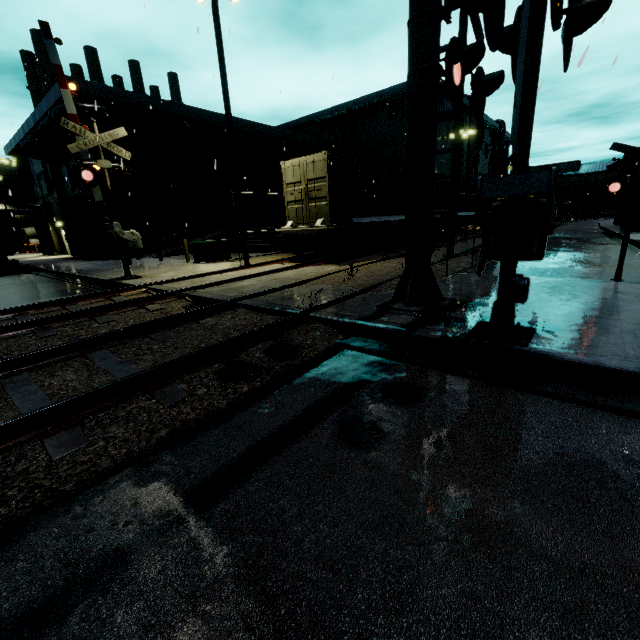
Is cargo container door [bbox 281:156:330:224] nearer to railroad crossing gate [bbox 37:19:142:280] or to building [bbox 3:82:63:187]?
building [bbox 3:82:63:187]

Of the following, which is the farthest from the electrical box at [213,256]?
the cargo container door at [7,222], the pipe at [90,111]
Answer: the cargo container door at [7,222]

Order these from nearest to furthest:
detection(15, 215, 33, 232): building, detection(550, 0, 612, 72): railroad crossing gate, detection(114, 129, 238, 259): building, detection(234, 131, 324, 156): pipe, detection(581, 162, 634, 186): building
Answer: detection(550, 0, 612, 72): railroad crossing gate < detection(114, 129, 238, 259): building < detection(234, 131, 324, 156): pipe < detection(581, 162, 634, 186): building < detection(15, 215, 33, 232): building

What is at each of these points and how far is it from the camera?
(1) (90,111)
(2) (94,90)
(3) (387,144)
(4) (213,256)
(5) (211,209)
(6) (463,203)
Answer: (1) pipe, 19.3 meters
(2) building, 19.7 meters
(3) building, 38.7 meters
(4) electrical box, 15.4 meters
(5) building, 27.9 meters
(6) cargo container, 24.4 meters

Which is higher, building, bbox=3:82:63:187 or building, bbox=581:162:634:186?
building, bbox=3:82:63:187

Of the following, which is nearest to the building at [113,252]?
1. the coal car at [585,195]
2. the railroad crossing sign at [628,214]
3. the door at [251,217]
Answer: the door at [251,217]

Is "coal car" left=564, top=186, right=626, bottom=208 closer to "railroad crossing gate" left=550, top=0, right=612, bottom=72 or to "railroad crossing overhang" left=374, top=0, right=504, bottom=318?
"railroad crossing overhang" left=374, top=0, right=504, bottom=318

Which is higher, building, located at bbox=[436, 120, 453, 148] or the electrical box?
building, located at bbox=[436, 120, 453, 148]
